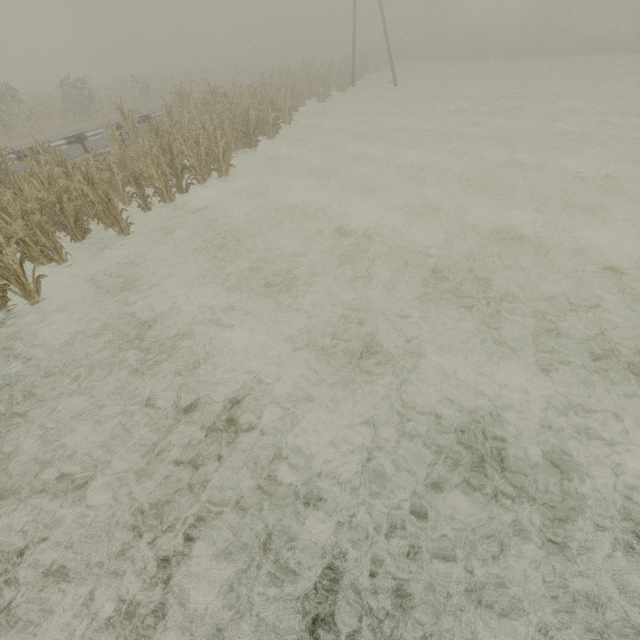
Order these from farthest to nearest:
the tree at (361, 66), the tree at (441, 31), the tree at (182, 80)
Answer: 1. the tree at (441, 31)
2. the tree at (361, 66)
3. the tree at (182, 80)

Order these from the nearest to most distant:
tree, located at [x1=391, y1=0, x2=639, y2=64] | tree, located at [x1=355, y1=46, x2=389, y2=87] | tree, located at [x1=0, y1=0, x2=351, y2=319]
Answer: tree, located at [x1=0, y1=0, x2=351, y2=319] < tree, located at [x1=355, y1=46, x2=389, y2=87] < tree, located at [x1=391, y1=0, x2=639, y2=64]

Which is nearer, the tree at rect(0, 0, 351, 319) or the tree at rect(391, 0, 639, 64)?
the tree at rect(0, 0, 351, 319)

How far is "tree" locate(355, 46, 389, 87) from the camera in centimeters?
3268cm

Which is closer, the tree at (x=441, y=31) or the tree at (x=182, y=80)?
the tree at (x=182, y=80)

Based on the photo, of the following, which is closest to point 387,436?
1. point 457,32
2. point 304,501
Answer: point 304,501
